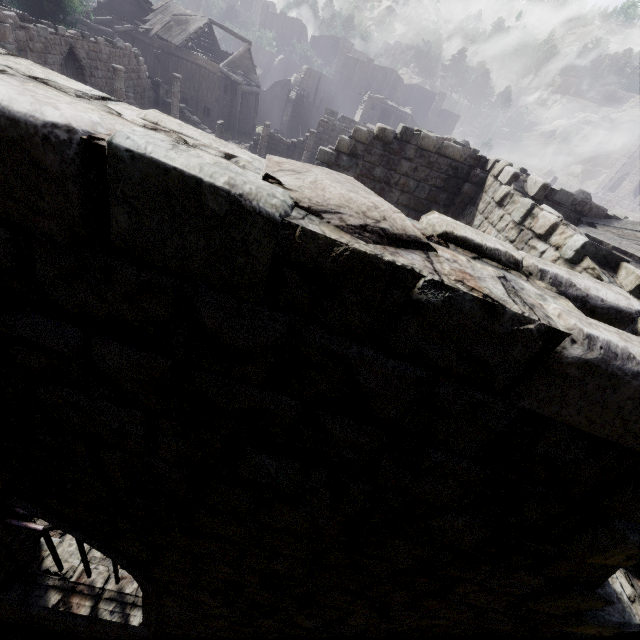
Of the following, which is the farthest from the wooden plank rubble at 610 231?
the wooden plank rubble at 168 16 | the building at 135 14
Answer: the wooden plank rubble at 168 16

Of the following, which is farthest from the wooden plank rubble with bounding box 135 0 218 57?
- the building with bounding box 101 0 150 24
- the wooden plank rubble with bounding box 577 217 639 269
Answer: the wooden plank rubble with bounding box 577 217 639 269

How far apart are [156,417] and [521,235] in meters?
7.5 m

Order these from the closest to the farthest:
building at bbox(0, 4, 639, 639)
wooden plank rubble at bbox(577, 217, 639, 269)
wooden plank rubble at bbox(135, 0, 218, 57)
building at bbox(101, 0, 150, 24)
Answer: building at bbox(0, 4, 639, 639), wooden plank rubble at bbox(577, 217, 639, 269), wooden plank rubble at bbox(135, 0, 218, 57), building at bbox(101, 0, 150, 24)

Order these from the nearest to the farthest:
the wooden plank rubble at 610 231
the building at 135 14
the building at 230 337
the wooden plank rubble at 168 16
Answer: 1. the building at 230 337
2. the wooden plank rubble at 610 231
3. the wooden plank rubble at 168 16
4. the building at 135 14

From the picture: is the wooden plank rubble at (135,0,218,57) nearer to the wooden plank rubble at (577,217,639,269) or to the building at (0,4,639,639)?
the building at (0,4,639,639)
